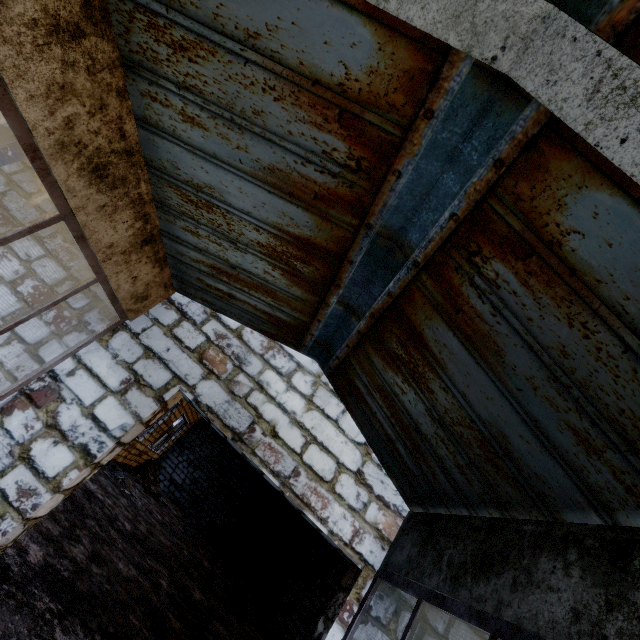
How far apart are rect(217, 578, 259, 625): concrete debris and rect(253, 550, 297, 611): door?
4.51m

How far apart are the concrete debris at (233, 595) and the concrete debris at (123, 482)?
3.6 meters

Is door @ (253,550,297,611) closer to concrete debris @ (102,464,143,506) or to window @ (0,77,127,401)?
concrete debris @ (102,464,143,506)

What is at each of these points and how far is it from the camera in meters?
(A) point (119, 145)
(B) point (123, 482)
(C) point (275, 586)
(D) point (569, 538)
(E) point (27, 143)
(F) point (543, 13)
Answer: (A) building, 2.0
(B) concrete debris, 10.7
(C) door, 14.8
(D) building, 1.7
(E) window, 1.7
(F) building, 1.1

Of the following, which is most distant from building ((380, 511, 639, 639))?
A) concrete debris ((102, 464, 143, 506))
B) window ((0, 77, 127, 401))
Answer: concrete debris ((102, 464, 143, 506))

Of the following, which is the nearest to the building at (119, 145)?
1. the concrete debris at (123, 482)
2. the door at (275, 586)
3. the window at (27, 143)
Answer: the window at (27, 143)

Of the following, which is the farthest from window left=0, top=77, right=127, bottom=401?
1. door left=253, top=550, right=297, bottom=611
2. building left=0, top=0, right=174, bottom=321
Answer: door left=253, top=550, right=297, bottom=611

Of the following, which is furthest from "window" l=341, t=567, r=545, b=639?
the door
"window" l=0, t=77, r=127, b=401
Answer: the door
